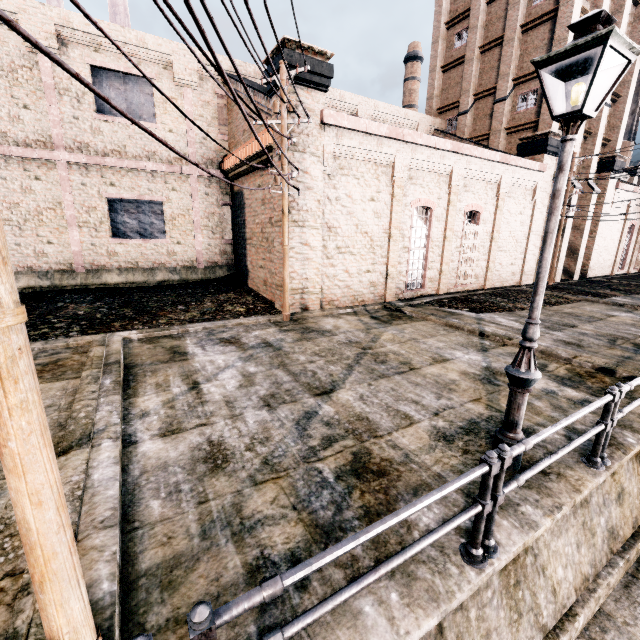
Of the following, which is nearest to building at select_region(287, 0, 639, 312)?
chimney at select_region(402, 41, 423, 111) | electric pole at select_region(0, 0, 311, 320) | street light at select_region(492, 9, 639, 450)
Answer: electric pole at select_region(0, 0, 311, 320)

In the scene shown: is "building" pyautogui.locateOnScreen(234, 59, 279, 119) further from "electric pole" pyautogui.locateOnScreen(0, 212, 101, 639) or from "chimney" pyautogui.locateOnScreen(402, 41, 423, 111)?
"chimney" pyautogui.locateOnScreen(402, 41, 423, 111)

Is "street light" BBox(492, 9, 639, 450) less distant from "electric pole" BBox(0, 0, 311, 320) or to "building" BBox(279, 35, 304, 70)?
"electric pole" BBox(0, 0, 311, 320)

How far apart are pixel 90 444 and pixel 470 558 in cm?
560

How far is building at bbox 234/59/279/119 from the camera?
13.5 meters

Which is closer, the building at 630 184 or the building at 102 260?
the building at 102 260

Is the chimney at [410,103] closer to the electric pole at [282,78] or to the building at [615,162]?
the building at [615,162]

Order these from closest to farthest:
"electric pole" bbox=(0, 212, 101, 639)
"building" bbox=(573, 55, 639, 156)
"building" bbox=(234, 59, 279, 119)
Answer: "electric pole" bbox=(0, 212, 101, 639) → "building" bbox=(234, 59, 279, 119) → "building" bbox=(573, 55, 639, 156)
